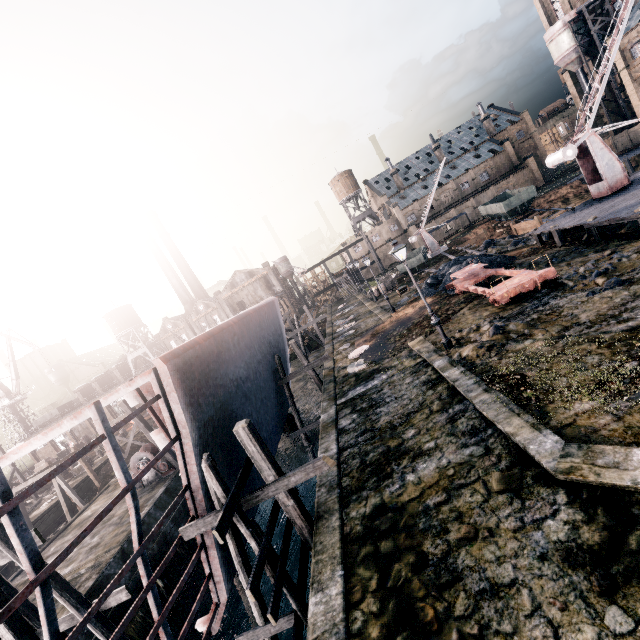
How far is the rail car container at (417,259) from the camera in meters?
41.6 m

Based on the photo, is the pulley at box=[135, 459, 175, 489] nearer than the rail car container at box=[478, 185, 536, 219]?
Yes

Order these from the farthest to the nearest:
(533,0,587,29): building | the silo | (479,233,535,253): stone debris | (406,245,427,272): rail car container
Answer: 1. (533,0,587,29): building
2. the silo
3. (406,245,427,272): rail car container
4. (479,233,535,253): stone debris

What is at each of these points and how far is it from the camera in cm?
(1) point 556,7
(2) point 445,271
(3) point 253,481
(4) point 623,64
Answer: (1) building, 5719
(2) coal pile, 3114
(3) ship construction, 1473
(4) building, 4772

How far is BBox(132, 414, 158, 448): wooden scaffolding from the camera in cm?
2055

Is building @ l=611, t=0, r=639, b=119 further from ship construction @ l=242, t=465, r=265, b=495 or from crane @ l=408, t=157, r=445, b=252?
ship construction @ l=242, t=465, r=265, b=495

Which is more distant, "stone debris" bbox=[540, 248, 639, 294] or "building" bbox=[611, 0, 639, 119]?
"building" bbox=[611, 0, 639, 119]

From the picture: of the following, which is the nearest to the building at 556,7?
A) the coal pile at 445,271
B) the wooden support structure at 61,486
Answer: the coal pile at 445,271
